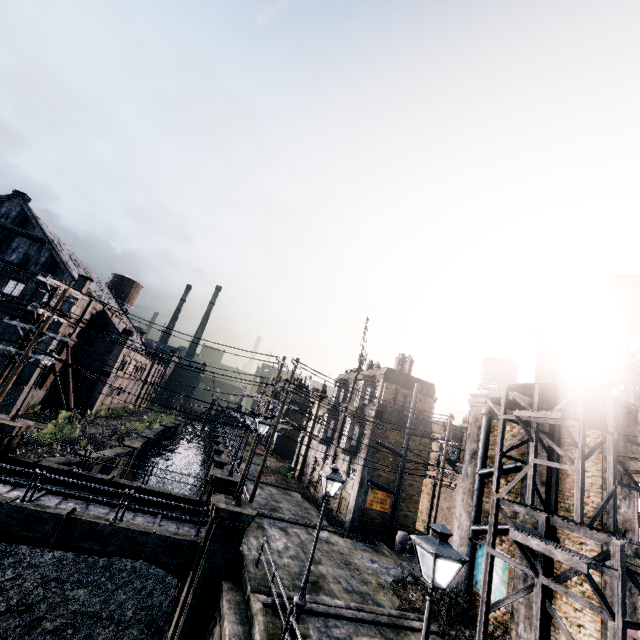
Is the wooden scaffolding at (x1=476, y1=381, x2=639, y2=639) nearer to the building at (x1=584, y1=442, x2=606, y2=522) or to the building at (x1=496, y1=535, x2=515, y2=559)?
the building at (x1=584, y1=442, x2=606, y2=522)

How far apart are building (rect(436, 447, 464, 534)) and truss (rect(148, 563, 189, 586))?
22.7m

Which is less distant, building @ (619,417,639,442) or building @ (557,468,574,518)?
building @ (619,417,639,442)

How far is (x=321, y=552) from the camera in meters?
20.1

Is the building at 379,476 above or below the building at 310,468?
above

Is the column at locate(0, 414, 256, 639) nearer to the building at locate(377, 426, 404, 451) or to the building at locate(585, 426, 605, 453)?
the building at locate(377, 426, 404, 451)

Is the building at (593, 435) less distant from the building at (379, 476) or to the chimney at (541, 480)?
the chimney at (541, 480)

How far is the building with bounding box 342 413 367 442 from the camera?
29.7 meters
